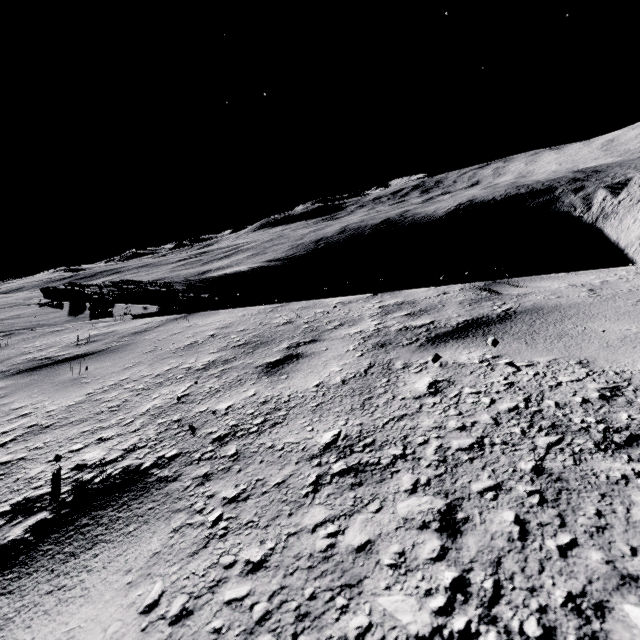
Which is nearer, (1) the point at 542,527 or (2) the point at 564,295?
(1) the point at 542,527
